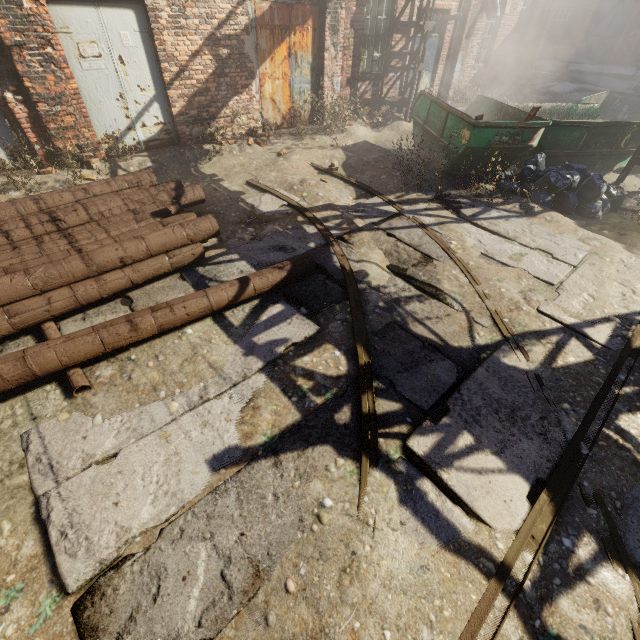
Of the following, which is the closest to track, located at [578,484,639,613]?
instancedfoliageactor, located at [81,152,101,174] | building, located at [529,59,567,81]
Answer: building, located at [529,59,567,81]

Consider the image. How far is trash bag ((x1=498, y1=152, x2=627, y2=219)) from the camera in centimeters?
657cm

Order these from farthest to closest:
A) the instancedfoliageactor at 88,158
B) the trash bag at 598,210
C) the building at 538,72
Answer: the building at 538,72
the trash bag at 598,210
the instancedfoliageactor at 88,158

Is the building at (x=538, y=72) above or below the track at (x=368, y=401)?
above

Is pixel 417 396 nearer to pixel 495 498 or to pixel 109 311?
pixel 495 498

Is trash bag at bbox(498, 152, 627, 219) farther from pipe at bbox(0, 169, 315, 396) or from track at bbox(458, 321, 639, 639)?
pipe at bbox(0, 169, 315, 396)

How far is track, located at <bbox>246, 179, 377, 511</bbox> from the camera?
2.8m

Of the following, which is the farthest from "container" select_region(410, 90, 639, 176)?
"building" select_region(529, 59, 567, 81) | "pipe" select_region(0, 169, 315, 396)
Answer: "building" select_region(529, 59, 567, 81)
